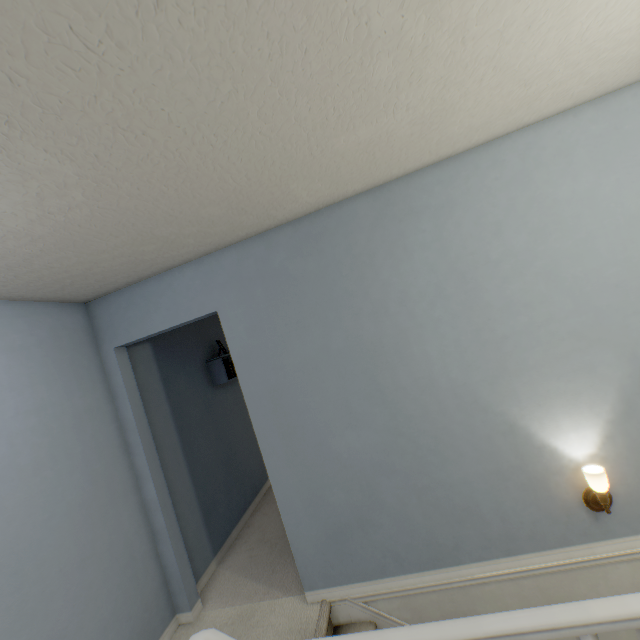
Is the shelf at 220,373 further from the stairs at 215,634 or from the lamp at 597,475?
the lamp at 597,475

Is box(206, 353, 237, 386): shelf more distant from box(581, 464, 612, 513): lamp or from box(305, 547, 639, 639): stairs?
box(581, 464, 612, 513): lamp

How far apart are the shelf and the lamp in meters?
3.2 m

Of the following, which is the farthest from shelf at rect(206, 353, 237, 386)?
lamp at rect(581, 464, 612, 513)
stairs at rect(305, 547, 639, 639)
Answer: lamp at rect(581, 464, 612, 513)

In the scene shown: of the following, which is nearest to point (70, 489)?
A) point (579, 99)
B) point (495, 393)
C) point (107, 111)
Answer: point (107, 111)

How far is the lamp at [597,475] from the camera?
1.74m

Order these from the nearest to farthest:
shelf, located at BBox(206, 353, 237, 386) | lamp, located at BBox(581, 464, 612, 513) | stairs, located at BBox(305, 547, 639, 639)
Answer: stairs, located at BBox(305, 547, 639, 639), lamp, located at BBox(581, 464, 612, 513), shelf, located at BBox(206, 353, 237, 386)
